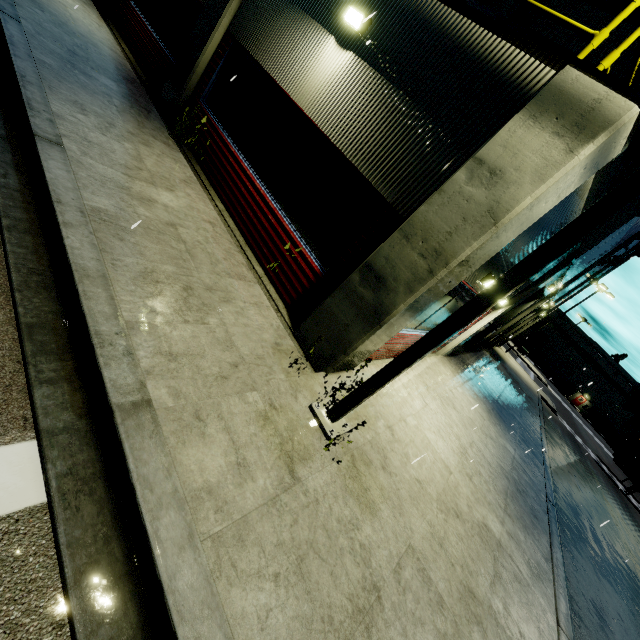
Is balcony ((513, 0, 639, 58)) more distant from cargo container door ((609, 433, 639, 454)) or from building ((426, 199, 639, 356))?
cargo container door ((609, 433, 639, 454))

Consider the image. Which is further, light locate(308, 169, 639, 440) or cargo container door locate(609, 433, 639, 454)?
cargo container door locate(609, 433, 639, 454)

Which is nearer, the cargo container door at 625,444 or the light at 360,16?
the light at 360,16

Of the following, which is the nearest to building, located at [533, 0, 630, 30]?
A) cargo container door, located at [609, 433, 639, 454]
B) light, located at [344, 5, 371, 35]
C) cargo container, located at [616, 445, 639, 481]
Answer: light, located at [344, 5, 371, 35]

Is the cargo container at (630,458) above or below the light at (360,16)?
below

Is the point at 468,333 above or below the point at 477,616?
above

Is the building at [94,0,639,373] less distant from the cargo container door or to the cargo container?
the cargo container

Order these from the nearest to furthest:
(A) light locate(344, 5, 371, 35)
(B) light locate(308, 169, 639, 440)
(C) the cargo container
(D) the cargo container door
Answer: (B) light locate(308, 169, 639, 440) < (A) light locate(344, 5, 371, 35) < (C) the cargo container < (D) the cargo container door
